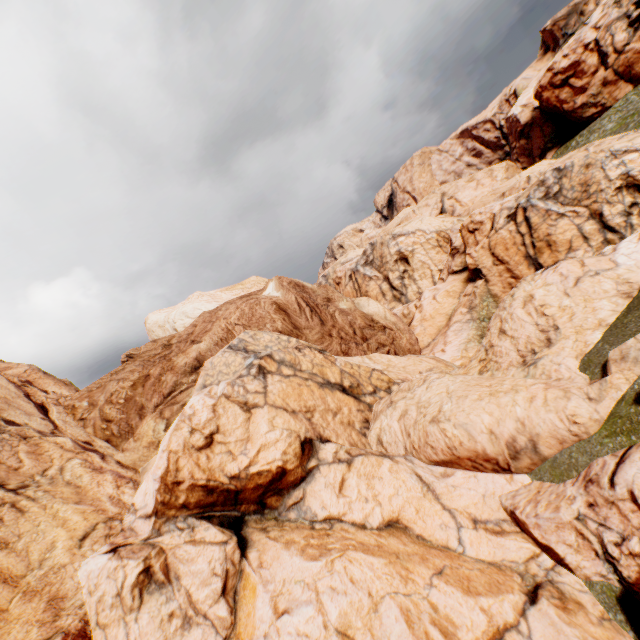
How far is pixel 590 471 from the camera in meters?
6.7 m
